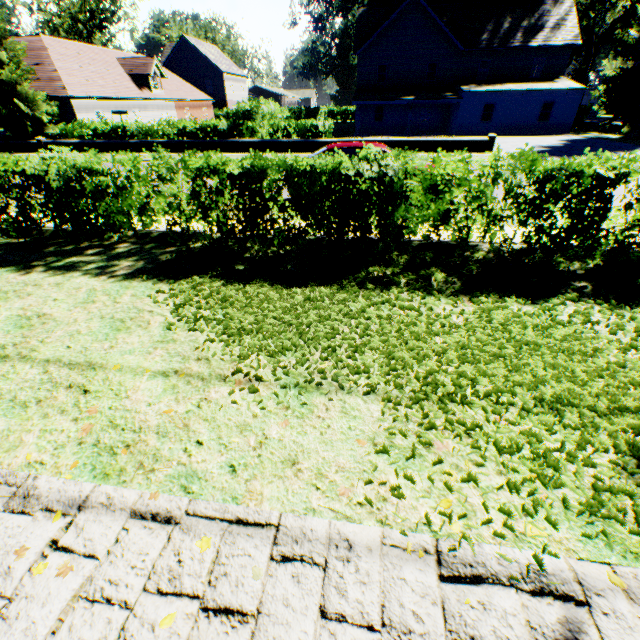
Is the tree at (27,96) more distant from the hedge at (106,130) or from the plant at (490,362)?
the plant at (490,362)

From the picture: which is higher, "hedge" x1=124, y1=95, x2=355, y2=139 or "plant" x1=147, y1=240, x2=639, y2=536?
"hedge" x1=124, y1=95, x2=355, y2=139

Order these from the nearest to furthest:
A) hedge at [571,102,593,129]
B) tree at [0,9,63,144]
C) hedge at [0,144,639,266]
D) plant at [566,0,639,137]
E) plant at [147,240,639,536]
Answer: plant at [147,240,639,536], hedge at [0,144,639,266], tree at [0,9,63,144], plant at [566,0,639,137], hedge at [571,102,593,129]

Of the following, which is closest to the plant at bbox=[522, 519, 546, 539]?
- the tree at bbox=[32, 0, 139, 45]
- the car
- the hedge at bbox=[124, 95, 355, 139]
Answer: the tree at bbox=[32, 0, 139, 45]

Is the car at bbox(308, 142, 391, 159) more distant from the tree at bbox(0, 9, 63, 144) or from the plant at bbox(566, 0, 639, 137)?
the plant at bbox(566, 0, 639, 137)

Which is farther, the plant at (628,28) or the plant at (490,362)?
the plant at (628,28)

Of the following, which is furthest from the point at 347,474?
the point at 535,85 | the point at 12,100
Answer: the point at 535,85

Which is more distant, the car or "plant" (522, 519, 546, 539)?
the car
